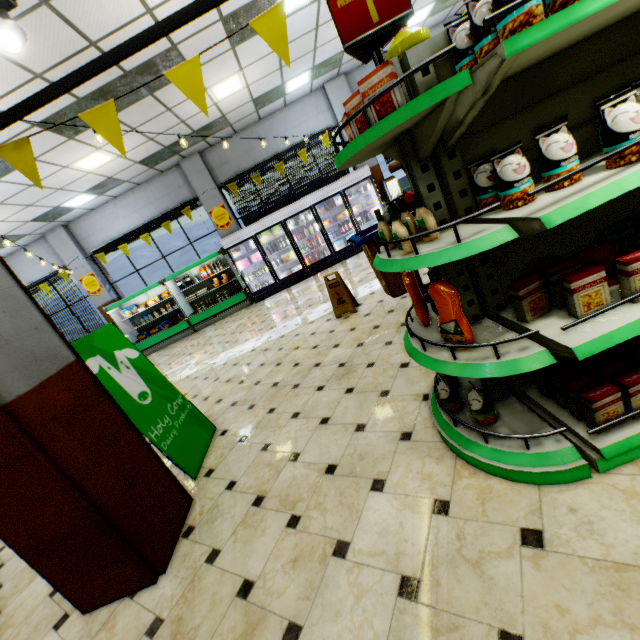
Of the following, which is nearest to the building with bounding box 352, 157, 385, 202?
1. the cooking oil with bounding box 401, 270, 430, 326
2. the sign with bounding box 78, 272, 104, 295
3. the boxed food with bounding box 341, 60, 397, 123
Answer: the sign with bounding box 78, 272, 104, 295

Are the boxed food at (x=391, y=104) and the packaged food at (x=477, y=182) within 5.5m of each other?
yes

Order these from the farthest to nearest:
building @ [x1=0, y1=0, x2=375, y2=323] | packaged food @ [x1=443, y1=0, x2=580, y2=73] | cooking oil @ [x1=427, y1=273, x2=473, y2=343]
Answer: building @ [x1=0, y1=0, x2=375, y2=323] < cooking oil @ [x1=427, y1=273, x2=473, y2=343] < packaged food @ [x1=443, y1=0, x2=580, y2=73]

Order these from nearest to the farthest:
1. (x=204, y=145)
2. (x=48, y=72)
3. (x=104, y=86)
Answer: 1. (x=48, y=72)
2. (x=104, y=86)
3. (x=204, y=145)

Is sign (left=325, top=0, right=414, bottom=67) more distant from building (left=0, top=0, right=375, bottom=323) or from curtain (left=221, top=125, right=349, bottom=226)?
curtain (left=221, top=125, right=349, bottom=226)

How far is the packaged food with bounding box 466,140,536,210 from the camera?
1.4 meters

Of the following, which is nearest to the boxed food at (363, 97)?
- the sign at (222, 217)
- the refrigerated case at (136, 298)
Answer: the refrigerated case at (136, 298)
